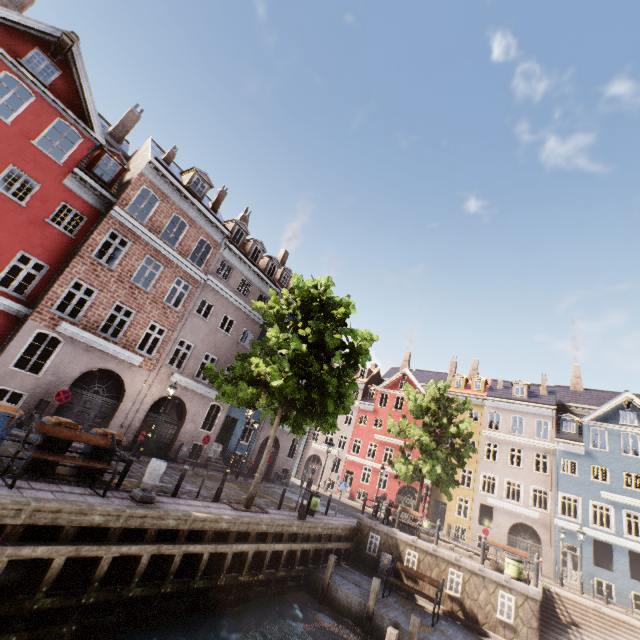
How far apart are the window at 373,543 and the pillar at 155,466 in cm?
1232

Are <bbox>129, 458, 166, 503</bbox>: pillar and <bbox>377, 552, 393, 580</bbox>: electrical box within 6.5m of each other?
no

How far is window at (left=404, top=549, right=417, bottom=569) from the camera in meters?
15.4 m

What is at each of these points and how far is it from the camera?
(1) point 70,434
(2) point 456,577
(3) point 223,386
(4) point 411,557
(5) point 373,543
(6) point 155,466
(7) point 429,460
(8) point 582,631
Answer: (1) bench, 8.4m
(2) window, 14.4m
(3) tree, 12.9m
(4) window, 15.6m
(5) window, 16.7m
(6) pillar, 9.3m
(7) tree, 21.8m
(8) stairs, 13.6m

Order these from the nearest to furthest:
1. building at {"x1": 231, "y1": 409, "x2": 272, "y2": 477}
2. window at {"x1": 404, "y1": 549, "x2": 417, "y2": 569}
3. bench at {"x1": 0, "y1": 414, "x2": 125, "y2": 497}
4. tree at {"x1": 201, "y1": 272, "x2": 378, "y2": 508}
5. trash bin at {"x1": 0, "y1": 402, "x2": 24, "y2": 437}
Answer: bench at {"x1": 0, "y1": 414, "x2": 125, "y2": 497}
trash bin at {"x1": 0, "y1": 402, "x2": 24, "y2": 437}
tree at {"x1": 201, "y1": 272, "x2": 378, "y2": 508}
window at {"x1": 404, "y1": 549, "x2": 417, "y2": 569}
building at {"x1": 231, "y1": 409, "x2": 272, "y2": 477}

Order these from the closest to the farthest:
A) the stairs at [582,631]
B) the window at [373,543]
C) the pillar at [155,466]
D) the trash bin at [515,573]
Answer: the pillar at [155,466] → the stairs at [582,631] → the trash bin at [515,573] → the window at [373,543]

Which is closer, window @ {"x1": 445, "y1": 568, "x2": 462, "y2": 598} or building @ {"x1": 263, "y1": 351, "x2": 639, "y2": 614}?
window @ {"x1": 445, "y1": 568, "x2": 462, "y2": 598}

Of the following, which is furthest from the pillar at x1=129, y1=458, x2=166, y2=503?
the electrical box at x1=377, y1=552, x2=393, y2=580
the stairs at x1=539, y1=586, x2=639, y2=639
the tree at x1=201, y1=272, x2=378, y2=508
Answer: the stairs at x1=539, y1=586, x2=639, y2=639
